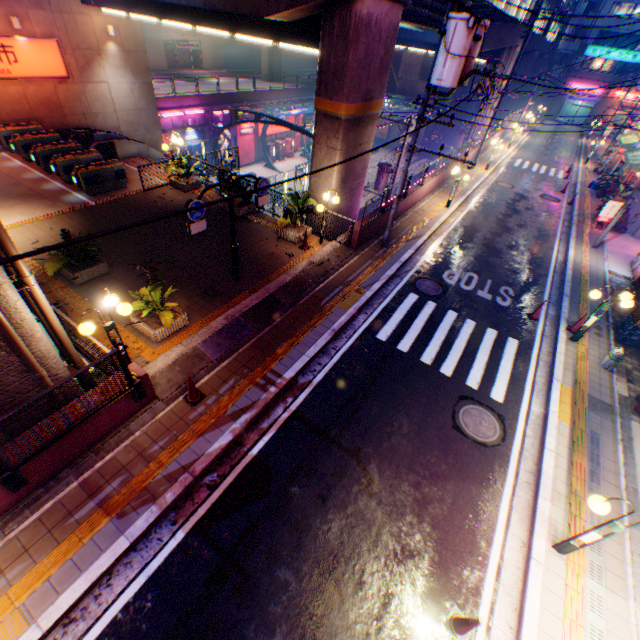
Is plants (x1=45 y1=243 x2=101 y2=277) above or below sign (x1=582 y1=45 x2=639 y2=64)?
below

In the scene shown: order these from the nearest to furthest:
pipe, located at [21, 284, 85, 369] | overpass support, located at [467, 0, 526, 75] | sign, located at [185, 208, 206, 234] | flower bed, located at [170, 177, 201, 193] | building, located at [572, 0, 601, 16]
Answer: pipe, located at [21, 284, 85, 369], sign, located at [185, 208, 206, 234], flower bed, located at [170, 177, 201, 193], overpass support, located at [467, 0, 526, 75], building, located at [572, 0, 601, 16]

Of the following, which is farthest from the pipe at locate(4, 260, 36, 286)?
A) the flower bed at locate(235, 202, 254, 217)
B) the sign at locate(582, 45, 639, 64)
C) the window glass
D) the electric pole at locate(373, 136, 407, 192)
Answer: the window glass

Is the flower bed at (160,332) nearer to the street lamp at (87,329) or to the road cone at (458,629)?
the street lamp at (87,329)

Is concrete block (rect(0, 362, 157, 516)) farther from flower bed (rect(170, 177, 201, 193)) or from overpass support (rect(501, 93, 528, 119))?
flower bed (rect(170, 177, 201, 193))

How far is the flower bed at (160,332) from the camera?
8.55m

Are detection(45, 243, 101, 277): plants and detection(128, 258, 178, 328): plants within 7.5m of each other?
yes

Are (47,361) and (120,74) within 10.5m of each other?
no
